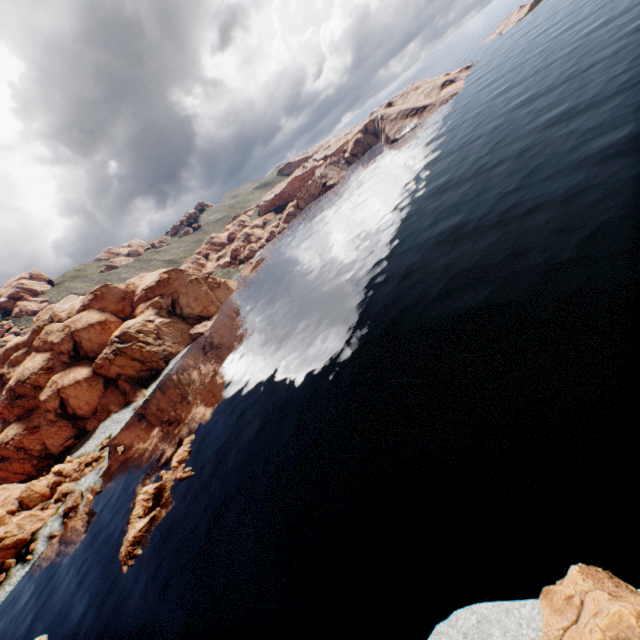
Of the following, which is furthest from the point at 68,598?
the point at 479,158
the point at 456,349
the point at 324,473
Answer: the point at 479,158

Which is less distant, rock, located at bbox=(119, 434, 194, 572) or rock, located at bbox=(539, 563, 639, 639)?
rock, located at bbox=(539, 563, 639, 639)

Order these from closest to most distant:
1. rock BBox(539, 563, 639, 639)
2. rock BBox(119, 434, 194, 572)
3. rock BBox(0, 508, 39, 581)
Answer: rock BBox(539, 563, 639, 639) → rock BBox(119, 434, 194, 572) → rock BBox(0, 508, 39, 581)

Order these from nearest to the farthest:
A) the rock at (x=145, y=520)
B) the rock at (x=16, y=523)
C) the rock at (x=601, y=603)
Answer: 1. the rock at (x=601, y=603)
2. the rock at (x=145, y=520)
3. the rock at (x=16, y=523)

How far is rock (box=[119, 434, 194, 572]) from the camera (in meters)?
38.47

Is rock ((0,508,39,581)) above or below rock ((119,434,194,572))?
above

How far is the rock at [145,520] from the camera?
38.5m
